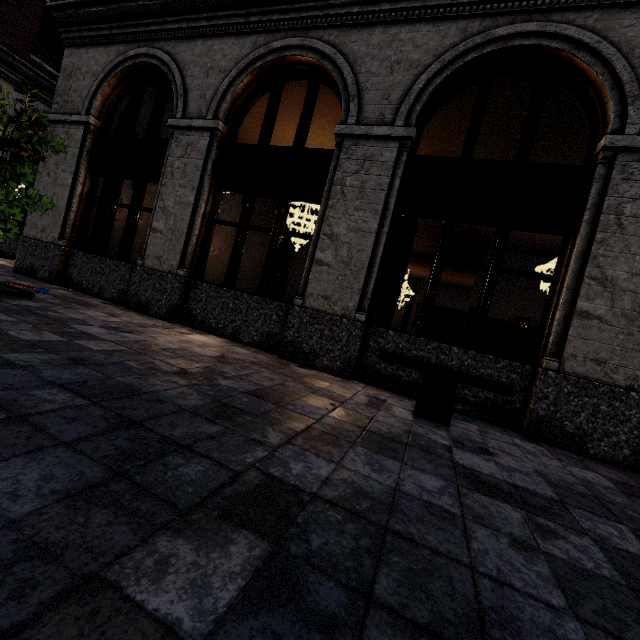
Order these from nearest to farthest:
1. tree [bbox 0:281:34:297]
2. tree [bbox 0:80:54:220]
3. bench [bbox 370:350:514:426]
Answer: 1. bench [bbox 370:350:514:426]
2. tree [bbox 0:80:54:220]
3. tree [bbox 0:281:34:297]

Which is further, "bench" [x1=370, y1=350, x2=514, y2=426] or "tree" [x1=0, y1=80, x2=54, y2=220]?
"tree" [x1=0, y1=80, x2=54, y2=220]

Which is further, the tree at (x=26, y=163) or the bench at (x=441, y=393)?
the tree at (x=26, y=163)

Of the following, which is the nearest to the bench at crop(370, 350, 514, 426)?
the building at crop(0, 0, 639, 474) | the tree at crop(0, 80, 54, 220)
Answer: the building at crop(0, 0, 639, 474)

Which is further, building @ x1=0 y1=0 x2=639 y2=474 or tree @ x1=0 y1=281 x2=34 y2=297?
tree @ x1=0 y1=281 x2=34 y2=297

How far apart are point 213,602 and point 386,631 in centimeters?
60cm

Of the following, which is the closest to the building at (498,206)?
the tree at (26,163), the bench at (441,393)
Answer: the bench at (441,393)
